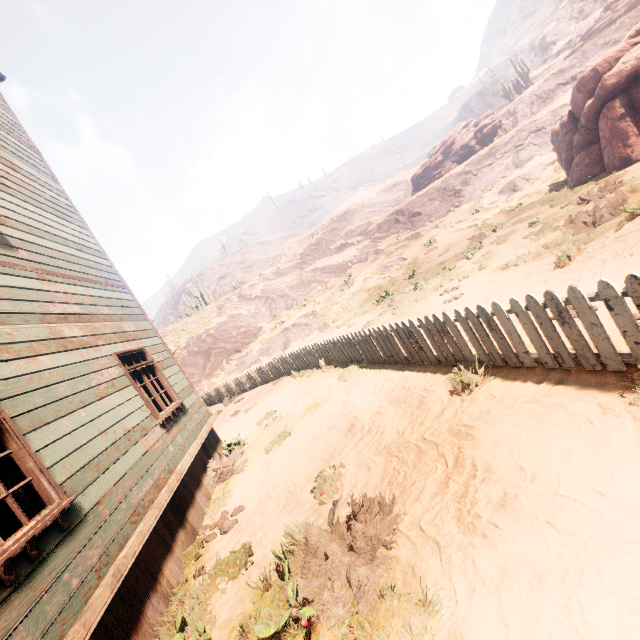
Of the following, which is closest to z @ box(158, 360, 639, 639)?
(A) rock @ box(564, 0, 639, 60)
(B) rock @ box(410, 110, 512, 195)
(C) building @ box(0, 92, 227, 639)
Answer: (C) building @ box(0, 92, 227, 639)

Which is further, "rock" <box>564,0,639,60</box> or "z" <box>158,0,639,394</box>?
"rock" <box>564,0,639,60</box>

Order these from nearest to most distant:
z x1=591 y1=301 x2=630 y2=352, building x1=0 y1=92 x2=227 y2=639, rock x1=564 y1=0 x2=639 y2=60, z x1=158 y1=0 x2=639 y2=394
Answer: building x1=0 y1=92 x2=227 y2=639 → z x1=591 y1=301 x2=630 y2=352 → z x1=158 y1=0 x2=639 y2=394 → rock x1=564 y1=0 x2=639 y2=60

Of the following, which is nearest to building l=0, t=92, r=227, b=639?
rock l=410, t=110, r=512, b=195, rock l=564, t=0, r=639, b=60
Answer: rock l=410, t=110, r=512, b=195

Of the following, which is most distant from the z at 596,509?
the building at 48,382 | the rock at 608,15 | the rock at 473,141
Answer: the rock at 608,15

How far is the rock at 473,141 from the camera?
39.3 meters

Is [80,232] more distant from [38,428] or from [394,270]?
[394,270]

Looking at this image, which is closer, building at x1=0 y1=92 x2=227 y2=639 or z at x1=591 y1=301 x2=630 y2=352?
building at x1=0 y1=92 x2=227 y2=639
